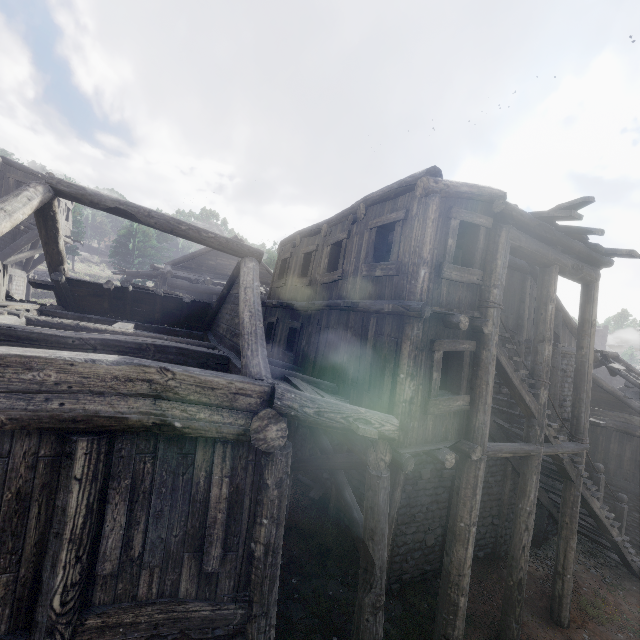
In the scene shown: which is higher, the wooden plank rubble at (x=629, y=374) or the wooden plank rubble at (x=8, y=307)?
the wooden plank rubble at (x=629, y=374)

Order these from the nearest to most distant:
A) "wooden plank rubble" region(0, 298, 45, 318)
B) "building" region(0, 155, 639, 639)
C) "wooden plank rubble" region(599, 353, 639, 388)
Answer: "building" region(0, 155, 639, 639)
"wooden plank rubble" region(0, 298, 45, 318)
"wooden plank rubble" region(599, 353, 639, 388)

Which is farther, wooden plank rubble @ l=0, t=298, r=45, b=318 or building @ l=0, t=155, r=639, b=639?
wooden plank rubble @ l=0, t=298, r=45, b=318

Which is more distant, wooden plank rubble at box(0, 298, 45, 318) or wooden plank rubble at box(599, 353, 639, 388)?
wooden plank rubble at box(599, 353, 639, 388)

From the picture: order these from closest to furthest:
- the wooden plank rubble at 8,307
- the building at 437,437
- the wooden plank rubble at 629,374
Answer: the building at 437,437
the wooden plank rubble at 8,307
the wooden plank rubble at 629,374

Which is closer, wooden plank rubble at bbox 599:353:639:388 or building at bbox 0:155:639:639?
building at bbox 0:155:639:639

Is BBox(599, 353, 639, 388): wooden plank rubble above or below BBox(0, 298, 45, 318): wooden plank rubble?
above

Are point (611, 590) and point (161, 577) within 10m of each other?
no
